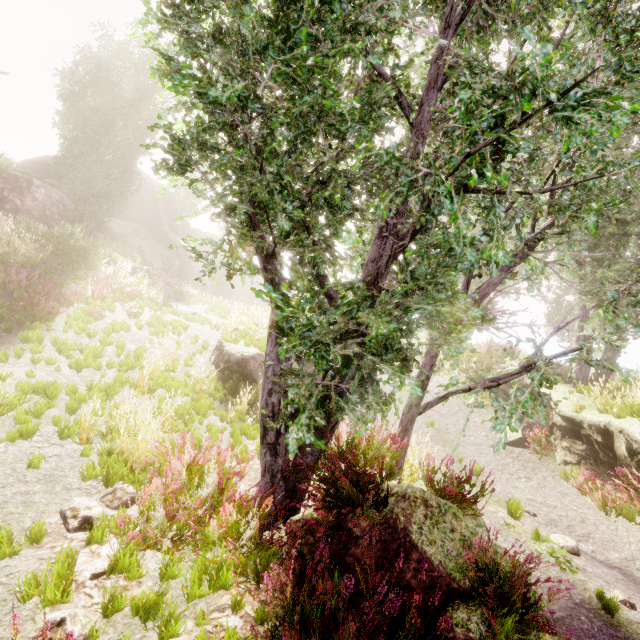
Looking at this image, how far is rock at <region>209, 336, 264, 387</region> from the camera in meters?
9.7

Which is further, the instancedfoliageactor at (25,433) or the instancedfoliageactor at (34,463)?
the instancedfoliageactor at (25,433)

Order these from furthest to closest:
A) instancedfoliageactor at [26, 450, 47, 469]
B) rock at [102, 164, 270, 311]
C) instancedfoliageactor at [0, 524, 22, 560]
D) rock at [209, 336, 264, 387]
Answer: rock at [102, 164, 270, 311], rock at [209, 336, 264, 387], instancedfoliageactor at [26, 450, 47, 469], instancedfoliageactor at [0, 524, 22, 560]

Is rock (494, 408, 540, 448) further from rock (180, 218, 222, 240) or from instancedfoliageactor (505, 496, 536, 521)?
rock (180, 218, 222, 240)

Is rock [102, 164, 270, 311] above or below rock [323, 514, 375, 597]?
above

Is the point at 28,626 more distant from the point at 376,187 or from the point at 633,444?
the point at 633,444

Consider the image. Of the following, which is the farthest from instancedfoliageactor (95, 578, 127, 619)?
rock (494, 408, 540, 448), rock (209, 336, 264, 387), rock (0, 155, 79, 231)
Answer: rock (494, 408, 540, 448)

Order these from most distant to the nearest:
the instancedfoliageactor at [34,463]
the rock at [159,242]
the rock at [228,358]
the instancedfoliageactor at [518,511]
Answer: the rock at [159,242] < the rock at [228,358] < the instancedfoliageactor at [518,511] < the instancedfoliageactor at [34,463]
